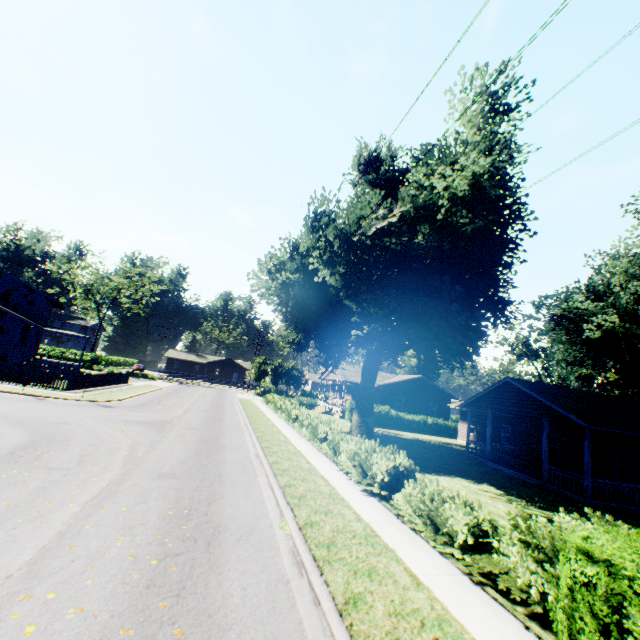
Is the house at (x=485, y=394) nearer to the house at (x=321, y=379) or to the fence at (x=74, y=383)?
the house at (x=321, y=379)

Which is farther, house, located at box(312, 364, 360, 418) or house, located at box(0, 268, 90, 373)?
house, located at box(312, 364, 360, 418)

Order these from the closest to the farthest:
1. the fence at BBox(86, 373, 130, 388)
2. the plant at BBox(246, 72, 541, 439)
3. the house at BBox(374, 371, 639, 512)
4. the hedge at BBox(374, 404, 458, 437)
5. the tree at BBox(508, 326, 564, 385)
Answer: the house at BBox(374, 371, 639, 512), the plant at BBox(246, 72, 541, 439), the fence at BBox(86, 373, 130, 388), the hedge at BBox(374, 404, 458, 437), the tree at BBox(508, 326, 564, 385)

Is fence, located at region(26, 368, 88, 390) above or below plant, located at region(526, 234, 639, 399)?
below

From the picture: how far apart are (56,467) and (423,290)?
15.9m

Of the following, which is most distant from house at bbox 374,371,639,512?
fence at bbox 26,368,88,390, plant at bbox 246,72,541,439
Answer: fence at bbox 26,368,88,390

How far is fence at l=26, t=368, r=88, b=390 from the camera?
21.89m

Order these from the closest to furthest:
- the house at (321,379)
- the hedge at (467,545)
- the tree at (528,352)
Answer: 1. the hedge at (467,545)
2. the house at (321,379)
3. the tree at (528,352)
